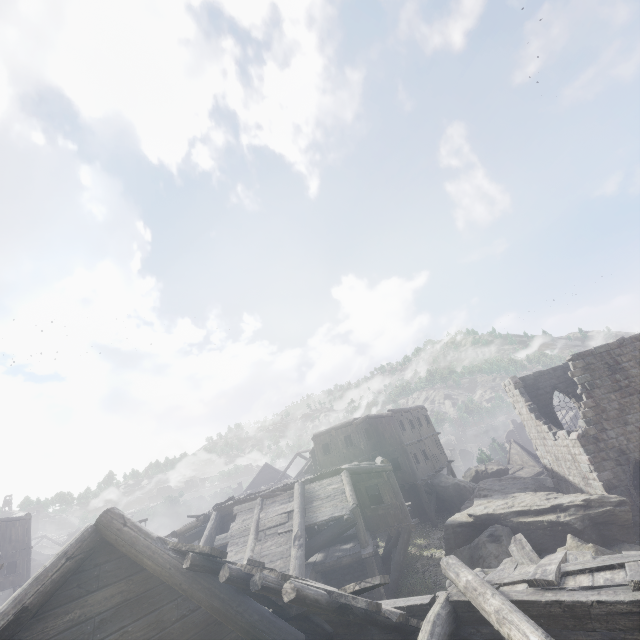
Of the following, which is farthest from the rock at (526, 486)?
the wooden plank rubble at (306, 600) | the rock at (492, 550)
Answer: the wooden plank rubble at (306, 600)

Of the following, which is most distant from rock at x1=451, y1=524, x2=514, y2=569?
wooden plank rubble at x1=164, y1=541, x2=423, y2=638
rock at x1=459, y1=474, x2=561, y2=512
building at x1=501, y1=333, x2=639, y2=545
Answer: wooden plank rubble at x1=164, y1=541, x2=423, y2=638

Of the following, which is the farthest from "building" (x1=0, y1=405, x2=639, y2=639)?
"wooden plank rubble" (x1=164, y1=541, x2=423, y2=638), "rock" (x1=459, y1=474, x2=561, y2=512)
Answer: "rock" (x1=459, y1=474, x2=561, y2=512)

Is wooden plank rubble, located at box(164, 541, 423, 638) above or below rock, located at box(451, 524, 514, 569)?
Answer: above

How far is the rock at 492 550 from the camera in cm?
1402

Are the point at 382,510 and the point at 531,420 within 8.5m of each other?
no

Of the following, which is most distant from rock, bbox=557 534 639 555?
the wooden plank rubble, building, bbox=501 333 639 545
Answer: the wooden plank rubble
